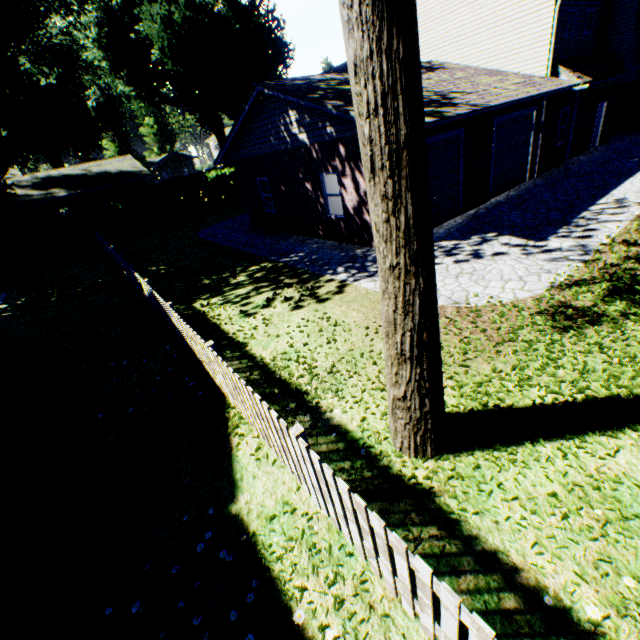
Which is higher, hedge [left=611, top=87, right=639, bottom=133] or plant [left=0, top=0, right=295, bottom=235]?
plant [left=0, top=0, right=295, bottom=235]

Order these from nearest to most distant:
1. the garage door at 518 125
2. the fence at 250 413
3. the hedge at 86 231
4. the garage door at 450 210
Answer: the fence at 250 413 → the garage door at 450 210 → the garage door at 518 125 → the hedge at 86 231

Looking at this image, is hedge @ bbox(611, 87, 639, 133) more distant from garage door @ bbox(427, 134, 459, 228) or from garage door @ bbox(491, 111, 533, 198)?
garage door @ bbox(427, 134, 459, 228)

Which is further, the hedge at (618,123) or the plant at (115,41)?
the plant at (115,41)

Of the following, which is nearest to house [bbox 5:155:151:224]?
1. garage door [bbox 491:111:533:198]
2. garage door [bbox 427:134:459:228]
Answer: garage door [bbox 427:134:459:228]

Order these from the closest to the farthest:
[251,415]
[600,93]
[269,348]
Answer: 1. [251,415]
2. [269,348]
3. [600,93]

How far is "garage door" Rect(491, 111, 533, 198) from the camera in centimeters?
1275cm

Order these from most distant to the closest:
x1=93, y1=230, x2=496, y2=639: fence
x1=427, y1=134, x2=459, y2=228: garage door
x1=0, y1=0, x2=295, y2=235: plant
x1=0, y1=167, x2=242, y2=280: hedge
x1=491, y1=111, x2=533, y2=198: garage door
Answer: x1=0, y1=0, x2=295, y2=235: plant, x1=0, y1=167, x2=242, y2=280: hedge, x1=491, y1=111, x2=533, y2=198: garage door, x1=427, y1=134, x2=459, y2=228: garage door, x1=93, y1=230, x2=496, y2=639: fence
